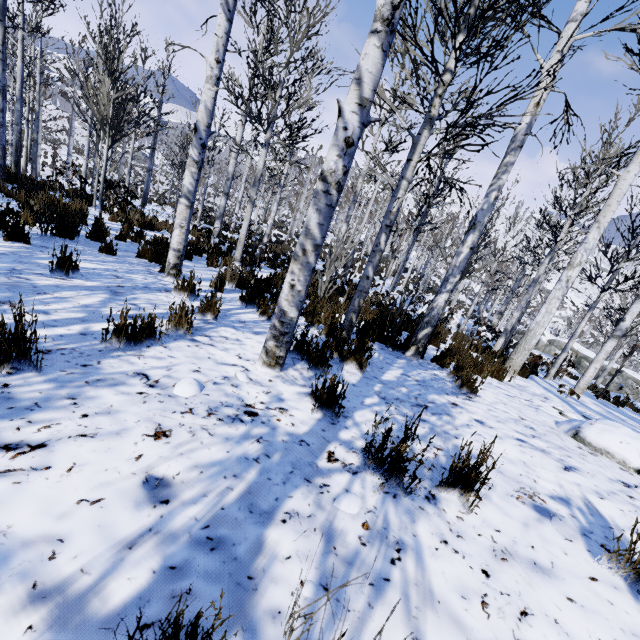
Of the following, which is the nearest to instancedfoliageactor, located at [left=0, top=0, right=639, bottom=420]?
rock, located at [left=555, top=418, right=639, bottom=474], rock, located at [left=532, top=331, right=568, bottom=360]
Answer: rock, located at [left=532, top=331, right=568, bottom=360]

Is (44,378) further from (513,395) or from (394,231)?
(513,395)

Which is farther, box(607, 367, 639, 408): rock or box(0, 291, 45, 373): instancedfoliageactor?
box(607, 367, 639, 408): rock

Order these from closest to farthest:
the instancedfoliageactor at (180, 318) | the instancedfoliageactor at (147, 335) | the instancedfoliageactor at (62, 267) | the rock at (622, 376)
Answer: the instancedfoliageactor at (147, 335), the instancedfoliageactor at (180, 318), the instancedfoliageactor at (62, 267), the rock at (622, 376)

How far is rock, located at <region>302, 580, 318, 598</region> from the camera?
1.19m

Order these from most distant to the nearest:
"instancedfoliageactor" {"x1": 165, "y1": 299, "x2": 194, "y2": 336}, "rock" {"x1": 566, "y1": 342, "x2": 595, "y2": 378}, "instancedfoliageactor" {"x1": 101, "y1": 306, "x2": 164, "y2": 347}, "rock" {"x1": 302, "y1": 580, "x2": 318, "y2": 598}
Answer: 1. "rock" {"x1": 566, "y1": 342, "x2": 595, "y2": 378}
2. "instancedfoliageactor" {"x1": 165, "y1": 299, "x2": 194, "y2": 336}
3. "instancedfoliageactor" {"x1": 101, "y1": 306, "x2": 164, "y2": 347}
4. "rock" {"x1": 302, "y1": 580, "x2": 318, "y2": 598}

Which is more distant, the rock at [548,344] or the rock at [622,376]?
the rock at [548,344]

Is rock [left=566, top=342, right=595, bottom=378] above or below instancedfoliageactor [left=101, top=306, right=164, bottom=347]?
below
